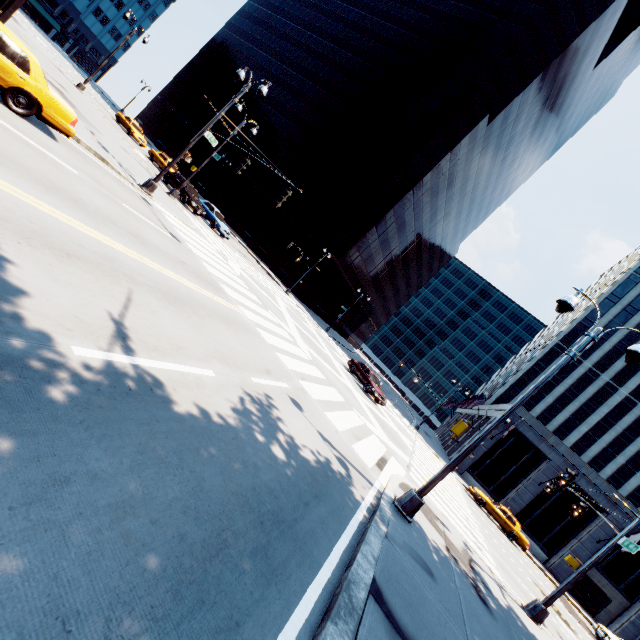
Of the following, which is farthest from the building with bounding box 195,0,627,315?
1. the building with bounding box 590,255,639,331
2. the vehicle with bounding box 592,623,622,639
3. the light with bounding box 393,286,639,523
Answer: the vehicle with bounding box 592,623,622,639

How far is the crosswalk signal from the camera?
5.1m

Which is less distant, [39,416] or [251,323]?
[39,416]

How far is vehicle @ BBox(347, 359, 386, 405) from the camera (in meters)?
23.55

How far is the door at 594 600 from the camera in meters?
29.1 m

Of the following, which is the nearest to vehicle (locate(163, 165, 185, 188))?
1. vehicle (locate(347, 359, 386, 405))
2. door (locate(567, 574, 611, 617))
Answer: vehicle (locate(347, 359, 386, 405))

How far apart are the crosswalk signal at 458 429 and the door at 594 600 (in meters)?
39.64

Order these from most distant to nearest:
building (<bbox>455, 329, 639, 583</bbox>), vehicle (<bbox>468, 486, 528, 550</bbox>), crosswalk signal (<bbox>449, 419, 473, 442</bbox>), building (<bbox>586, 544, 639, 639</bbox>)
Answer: building (<bbox>455, 329, 639, 583</bbox>)
building (<bbox>586, 544, 639, 639</bbox>)
vehicle (<bbox>468, 486, 528, 550</bbox>)
crosswalk signal (<bbox>449, 419, 473, 442</bbox>)
